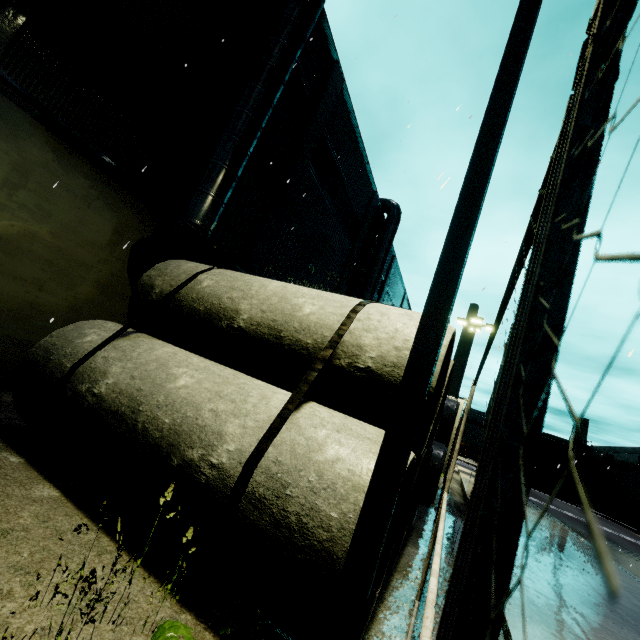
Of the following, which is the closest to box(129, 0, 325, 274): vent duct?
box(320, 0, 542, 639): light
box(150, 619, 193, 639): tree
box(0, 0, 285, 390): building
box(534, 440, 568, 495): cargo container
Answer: box(0, 0, 285, 390): building

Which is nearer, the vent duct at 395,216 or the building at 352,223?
the building at 352,223

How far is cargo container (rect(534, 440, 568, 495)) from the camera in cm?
5053

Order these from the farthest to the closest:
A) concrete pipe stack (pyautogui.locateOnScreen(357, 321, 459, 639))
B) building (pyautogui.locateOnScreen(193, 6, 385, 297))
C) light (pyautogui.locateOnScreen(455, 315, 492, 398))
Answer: light (pyautogui.locateOnScreen(455, 315, 492, 398)) → building (pyautogui.locateOnScreen(193, 6, 385, 297)) → concrete pipe stack (pyautogui.locateOnScreen(357, 321, 459, 639))

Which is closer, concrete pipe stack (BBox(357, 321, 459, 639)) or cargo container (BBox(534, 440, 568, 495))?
concrete pipe stack (BBox(357, 321, 459, 639))

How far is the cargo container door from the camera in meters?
50.6 m

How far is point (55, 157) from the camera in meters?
6.3

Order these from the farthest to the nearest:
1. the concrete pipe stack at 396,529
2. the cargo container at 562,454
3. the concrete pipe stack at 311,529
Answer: the cargo container at 562,454, the concrete pipe stack at 396,529, the concrete pipe stack at 311,529
